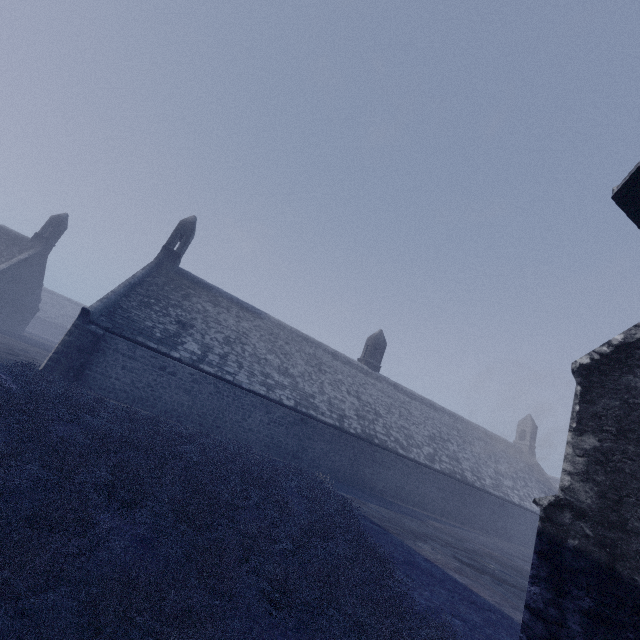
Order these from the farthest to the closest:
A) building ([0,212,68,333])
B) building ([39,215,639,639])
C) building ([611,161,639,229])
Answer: building ([0,212,68,333]) < building ([611,161,639,229]) < building ([39,215,639,639])

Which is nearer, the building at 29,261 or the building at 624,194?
the building at 624,194

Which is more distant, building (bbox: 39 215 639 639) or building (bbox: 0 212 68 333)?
building (bbox: 0 212 68 333)

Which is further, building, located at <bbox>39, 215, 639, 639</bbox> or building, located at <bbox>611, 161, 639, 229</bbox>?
Answer: building, located at <bbox>611, 161, 639, 229</bbox>

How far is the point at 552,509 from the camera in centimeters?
389cm
